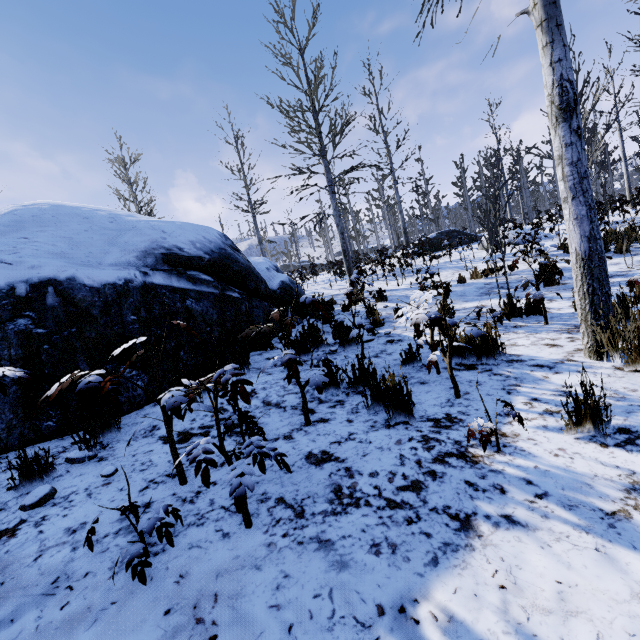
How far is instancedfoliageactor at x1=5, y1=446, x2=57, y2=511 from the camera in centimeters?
211cm

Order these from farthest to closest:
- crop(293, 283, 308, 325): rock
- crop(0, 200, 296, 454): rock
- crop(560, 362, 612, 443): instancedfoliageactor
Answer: crop(293, 283, 308, 325): rock, crop(0, 200, 296, 454): rock, crop(560, 362, 612, 443): instancedfoliageactor

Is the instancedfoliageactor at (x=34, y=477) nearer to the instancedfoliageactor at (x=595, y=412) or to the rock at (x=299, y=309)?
the rock at (x=299, y=309)

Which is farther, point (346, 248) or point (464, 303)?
point (346, 248)

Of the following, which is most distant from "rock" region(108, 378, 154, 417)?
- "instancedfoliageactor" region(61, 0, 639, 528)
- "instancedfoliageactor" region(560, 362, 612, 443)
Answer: "instancedfoliageactor" region(560, 362, 612, 443)

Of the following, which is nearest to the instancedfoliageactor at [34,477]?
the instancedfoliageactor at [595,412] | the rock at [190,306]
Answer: the rock at [190,306]

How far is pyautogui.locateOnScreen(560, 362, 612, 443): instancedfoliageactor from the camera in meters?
2.1 m
